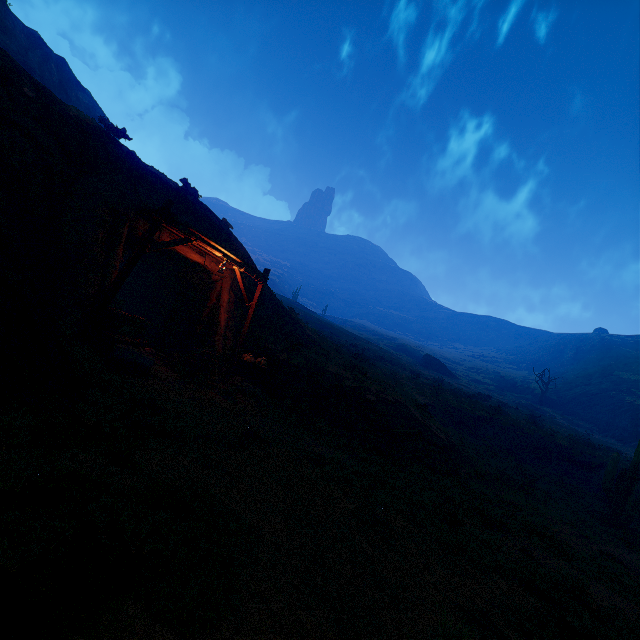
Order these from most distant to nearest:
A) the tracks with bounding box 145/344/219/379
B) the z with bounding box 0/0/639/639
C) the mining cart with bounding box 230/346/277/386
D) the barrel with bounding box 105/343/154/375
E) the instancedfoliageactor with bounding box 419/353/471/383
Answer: the instancedfoliageactor with bounding box 419/353/471/383 → the mining cart with bounding box 230/346/277/386 → the tracks with bounding box 145/344/219/379 → the barrel with bounding box 105/343/154/375 → the z with bounding box 0/0/639/639

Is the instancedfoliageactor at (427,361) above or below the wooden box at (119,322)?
above

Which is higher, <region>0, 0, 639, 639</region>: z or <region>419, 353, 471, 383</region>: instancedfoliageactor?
<region>419, 353, 471, 383</region>: instancedfoliageactor

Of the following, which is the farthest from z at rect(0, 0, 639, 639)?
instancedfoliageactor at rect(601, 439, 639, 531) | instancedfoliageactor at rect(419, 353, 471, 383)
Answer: instancedfoliageactor at rect(419, 353, 471, 383)

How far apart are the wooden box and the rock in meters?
2.9

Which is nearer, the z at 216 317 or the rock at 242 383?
the z at 216 317

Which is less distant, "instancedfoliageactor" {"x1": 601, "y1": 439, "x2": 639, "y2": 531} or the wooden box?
the wooden box

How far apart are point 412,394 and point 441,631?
16.76m
